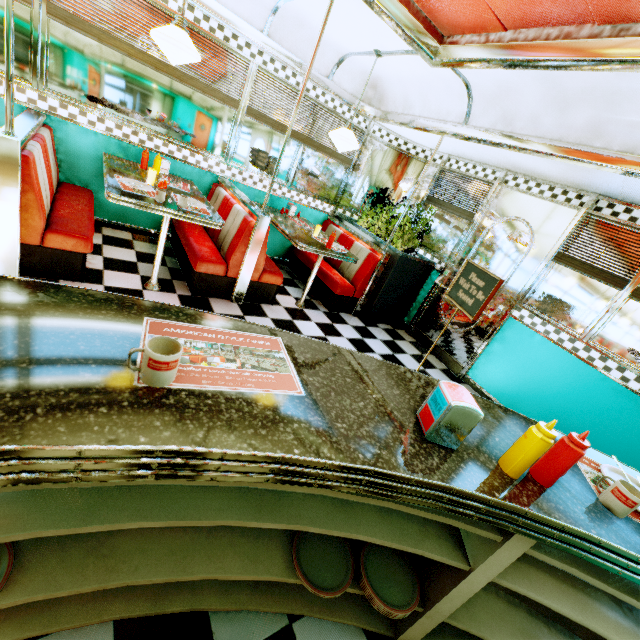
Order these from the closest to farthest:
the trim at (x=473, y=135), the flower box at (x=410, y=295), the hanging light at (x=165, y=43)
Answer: the trim at (x=473, y=135), the hanging light at (x=165, y=43), the flower box at (x=410, y=295)

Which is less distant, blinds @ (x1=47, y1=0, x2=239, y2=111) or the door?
blinds @ (x1=47, y1=0, x2=239, y2=111)

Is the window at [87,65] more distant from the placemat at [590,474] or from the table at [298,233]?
the placemat at [590,474]

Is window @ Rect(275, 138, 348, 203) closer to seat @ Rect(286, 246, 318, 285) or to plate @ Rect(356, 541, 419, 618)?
seat @ Rect(286, 246, 318, 285)

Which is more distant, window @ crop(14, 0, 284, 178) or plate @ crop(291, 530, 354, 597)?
window @ crop(14, 0, 284, 178)

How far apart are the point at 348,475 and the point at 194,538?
0.9 meters

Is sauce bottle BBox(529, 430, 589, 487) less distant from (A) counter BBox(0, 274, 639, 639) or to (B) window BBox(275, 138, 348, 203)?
(A) counter BBox(0, 274, 639, 639)

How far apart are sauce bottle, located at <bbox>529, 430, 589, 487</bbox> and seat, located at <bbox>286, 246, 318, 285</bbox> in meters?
→ 3.7
